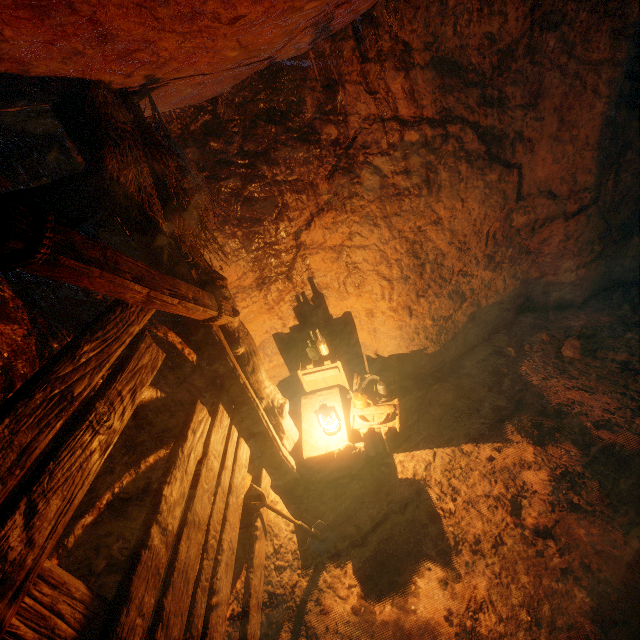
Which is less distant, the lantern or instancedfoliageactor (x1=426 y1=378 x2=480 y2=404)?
the lantern

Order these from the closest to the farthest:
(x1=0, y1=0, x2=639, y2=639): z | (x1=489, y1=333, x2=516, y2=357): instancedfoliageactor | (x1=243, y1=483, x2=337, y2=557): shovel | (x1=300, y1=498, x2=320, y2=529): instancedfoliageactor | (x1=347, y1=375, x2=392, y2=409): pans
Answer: (x1=0, y1=0, x2=639, y2=639): z < (x1=243, y1=483, x2=337, y2=557): shovel < (x1=300, y1=498, x2=320, y2=529): instancedfoliageactor < (x1=347, y1=375, x2=392, y2=409): pans < (x1=489, y1=333, x2=516, y2=357): instancedfoliageactor

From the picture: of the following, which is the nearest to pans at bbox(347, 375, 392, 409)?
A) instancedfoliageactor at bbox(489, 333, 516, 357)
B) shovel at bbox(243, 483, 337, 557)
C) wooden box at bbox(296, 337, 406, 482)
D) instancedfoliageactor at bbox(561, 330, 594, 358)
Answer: wooden box at bbox(296, 337, 406, 482)

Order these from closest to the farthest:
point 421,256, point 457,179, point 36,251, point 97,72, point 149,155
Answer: point 36,251
point 97,72
point 149,155
point 457,179
point 421,256

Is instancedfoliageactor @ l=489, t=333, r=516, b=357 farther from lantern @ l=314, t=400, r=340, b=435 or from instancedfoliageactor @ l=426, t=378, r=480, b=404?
lantern @ l=314, t=400, r=340, b=435

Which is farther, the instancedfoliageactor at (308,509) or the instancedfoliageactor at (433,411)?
the instancedfoliageactor at (433,411)

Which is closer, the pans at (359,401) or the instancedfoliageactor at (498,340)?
the pans at (359,401)

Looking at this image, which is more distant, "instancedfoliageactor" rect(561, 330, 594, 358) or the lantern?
"instancedfoliageactor" rect(561, 330, 594, 358)
